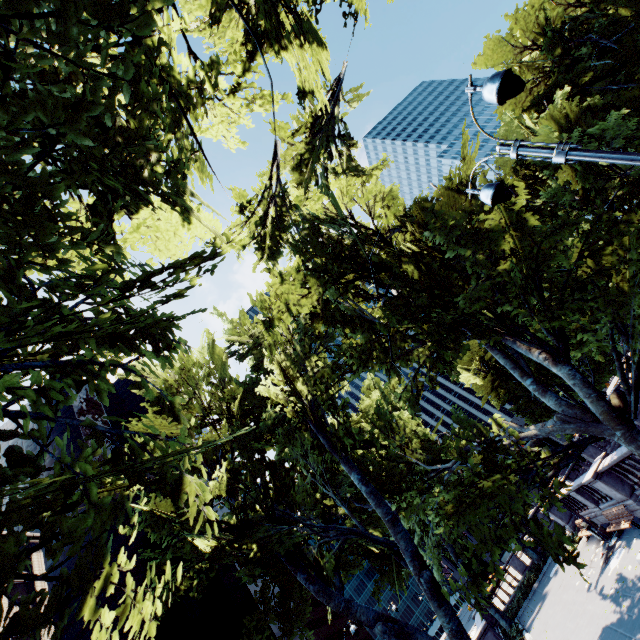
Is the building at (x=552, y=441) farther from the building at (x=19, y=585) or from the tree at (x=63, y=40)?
the building at (x=19, y=585)

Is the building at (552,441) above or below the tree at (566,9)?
below

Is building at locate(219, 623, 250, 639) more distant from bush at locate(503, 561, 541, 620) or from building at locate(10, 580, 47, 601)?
bush at locate(503, 561, 541, 620)

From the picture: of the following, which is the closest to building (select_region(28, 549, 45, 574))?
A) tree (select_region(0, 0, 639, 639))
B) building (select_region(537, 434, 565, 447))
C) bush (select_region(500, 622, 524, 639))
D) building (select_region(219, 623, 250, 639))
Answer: tree (select_region(0, 0, 639, 639))

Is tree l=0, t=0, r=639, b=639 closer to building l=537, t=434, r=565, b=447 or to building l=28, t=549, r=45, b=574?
building l=28, t=549, r=45, b=574

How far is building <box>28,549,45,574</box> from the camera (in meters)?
39.41

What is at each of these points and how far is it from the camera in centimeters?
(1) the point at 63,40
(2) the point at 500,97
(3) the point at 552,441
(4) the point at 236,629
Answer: (1) tree, 356cm
(2) light, 476cm
(3) building, 5791cm
(4) building, 5988cm

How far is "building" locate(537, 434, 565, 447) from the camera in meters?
56.8
